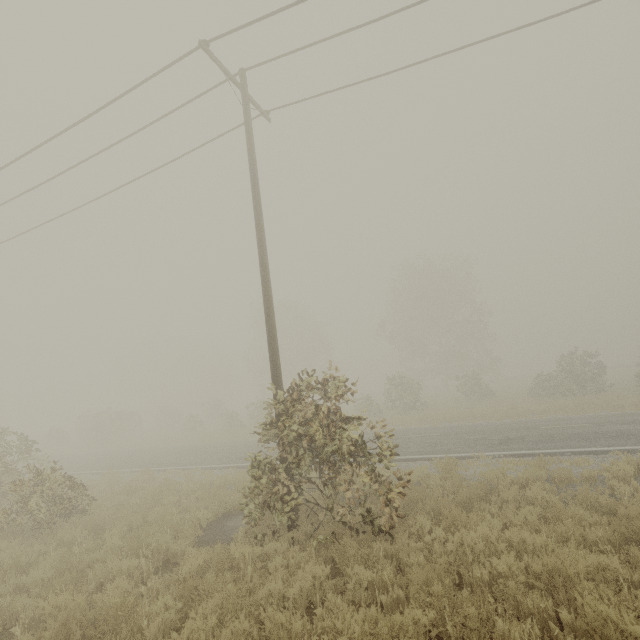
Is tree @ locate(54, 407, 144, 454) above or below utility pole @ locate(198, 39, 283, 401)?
below

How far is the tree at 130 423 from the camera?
30.8m

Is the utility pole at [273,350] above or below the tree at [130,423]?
above

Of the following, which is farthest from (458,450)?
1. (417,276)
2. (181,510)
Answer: (417,276)

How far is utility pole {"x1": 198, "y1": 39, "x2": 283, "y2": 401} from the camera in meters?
7.7 m

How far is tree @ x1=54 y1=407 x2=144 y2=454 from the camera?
30.8m

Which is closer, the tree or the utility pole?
the utility pole
